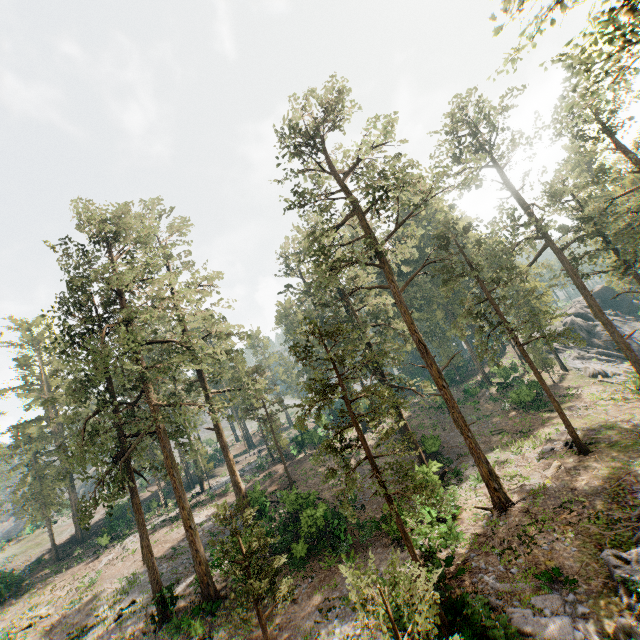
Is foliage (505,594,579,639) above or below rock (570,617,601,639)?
above

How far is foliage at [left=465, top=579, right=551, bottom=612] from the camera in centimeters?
1197cm

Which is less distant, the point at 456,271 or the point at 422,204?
the point at 422,204

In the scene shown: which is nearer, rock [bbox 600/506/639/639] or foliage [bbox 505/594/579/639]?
rock [bbox 600/506/639/639]

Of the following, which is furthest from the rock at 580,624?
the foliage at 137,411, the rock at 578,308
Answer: the rock at 578,308

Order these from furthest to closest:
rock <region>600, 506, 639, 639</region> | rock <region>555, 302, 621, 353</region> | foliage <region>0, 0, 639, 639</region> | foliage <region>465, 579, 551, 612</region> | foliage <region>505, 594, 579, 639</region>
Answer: rock <region>555, 302, 621, 353</region> < foliage <region>0, 0, 639, 639</region> < foliage <region>465, 579, 551, 612</region> < foliage <region>505, 594, 579, 639</region> < rock <region>600, 506, 639, 639</region>
